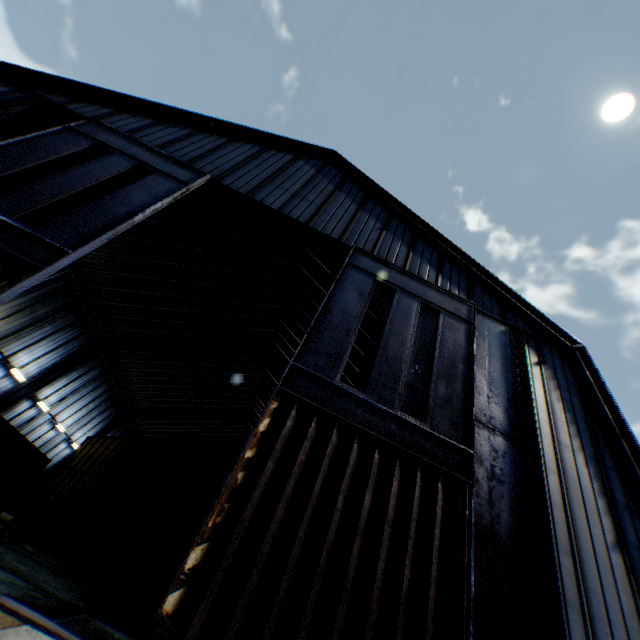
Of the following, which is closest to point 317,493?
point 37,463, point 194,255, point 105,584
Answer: point 105,584

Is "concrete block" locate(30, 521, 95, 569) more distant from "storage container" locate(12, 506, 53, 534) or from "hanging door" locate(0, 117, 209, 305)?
"hanging door" locate(0, 117, 209, 305)

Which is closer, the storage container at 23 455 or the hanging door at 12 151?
the hanging door at 12 151

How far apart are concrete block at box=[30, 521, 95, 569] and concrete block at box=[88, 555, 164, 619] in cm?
492

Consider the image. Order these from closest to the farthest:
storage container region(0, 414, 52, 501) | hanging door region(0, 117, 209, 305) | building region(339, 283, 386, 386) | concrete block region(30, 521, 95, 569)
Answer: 1. hanging door region(0, 117, 209, 305)
2. concrete block region(30, 521, 95, 569)
3. storage container region(0, 414, 52, 501)
4. building region(339, 283, 386, 386)

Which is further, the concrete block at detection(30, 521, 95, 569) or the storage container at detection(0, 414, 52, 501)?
the storage container at detection(0, 414, 52, 501)

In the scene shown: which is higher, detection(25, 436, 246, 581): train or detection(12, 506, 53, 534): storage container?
detection(25, 436, 246, 581): train

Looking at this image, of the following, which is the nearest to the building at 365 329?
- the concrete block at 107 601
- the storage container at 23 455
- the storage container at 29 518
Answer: the storage container at 23 455
